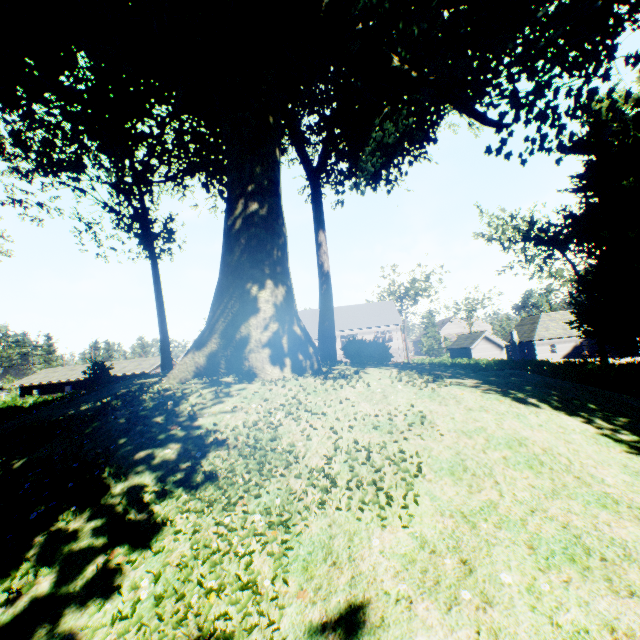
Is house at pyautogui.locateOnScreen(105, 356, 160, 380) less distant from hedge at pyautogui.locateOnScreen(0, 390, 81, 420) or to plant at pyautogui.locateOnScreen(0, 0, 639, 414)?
hedge at pyautogui.locateOnScreen(0, 390, 81, 420)

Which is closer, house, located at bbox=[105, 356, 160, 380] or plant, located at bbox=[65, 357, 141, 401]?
plant, located at bbox=[65, 357, 141, 401]

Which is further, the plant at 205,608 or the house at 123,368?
the house at 123,368

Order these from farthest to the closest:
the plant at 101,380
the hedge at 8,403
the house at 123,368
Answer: the house at 123,368
the hedge at 8,403
the plant at 101,380

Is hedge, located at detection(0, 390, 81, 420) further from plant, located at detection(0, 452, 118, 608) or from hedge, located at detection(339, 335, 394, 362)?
hedge, located at detection(339, 335, 394, 362)

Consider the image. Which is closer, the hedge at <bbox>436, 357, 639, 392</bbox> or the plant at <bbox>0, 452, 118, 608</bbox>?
the plant at <bbox>0, 452, 118, 608</bbox>

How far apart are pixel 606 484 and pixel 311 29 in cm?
1321

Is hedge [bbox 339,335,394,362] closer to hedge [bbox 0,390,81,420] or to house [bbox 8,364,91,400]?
hedge [bbox 0,390,81,420]
